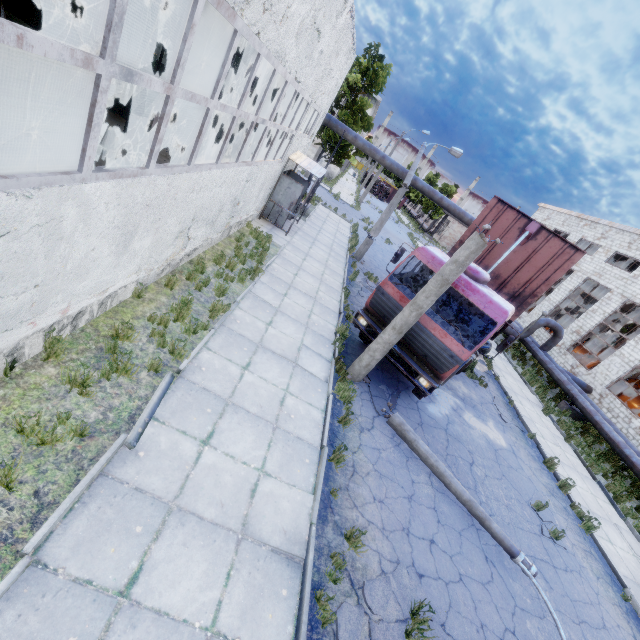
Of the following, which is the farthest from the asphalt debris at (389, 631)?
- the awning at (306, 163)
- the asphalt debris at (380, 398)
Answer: the awning at (306, 163)

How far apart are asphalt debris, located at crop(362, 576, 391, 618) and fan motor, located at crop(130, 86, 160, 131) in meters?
18.9

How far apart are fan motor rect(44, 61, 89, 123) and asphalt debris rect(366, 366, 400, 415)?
13.3 meters

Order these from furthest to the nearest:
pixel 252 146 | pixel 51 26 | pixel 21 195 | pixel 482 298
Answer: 1. pixel 252 146
2. pixel 51 26
3. pixel 482 298
4. pixel 21 195

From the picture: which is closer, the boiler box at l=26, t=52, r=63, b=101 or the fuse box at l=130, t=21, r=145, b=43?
the boiler box at l=26, t=52, r=63, b=101

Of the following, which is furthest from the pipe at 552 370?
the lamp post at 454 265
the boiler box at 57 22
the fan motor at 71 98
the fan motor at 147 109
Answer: the lamp post at 454 265

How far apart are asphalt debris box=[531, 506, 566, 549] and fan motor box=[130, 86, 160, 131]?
20.97m

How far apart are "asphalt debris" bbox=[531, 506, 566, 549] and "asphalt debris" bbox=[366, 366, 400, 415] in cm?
451
